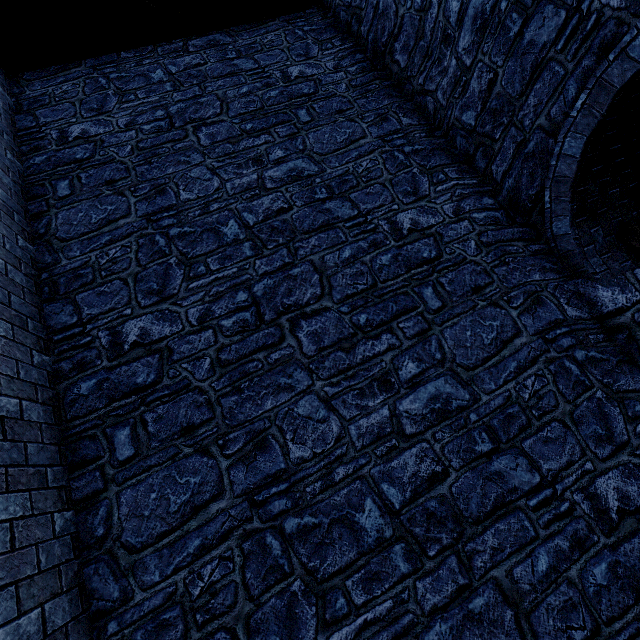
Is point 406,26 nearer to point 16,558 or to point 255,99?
point 255,99
